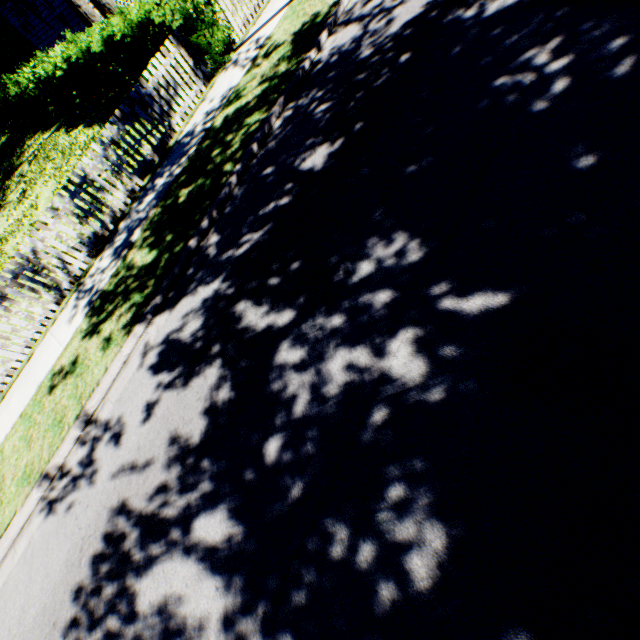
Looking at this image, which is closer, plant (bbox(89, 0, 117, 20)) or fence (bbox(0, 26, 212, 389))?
fence (bbox(0, 26, 212, 389))

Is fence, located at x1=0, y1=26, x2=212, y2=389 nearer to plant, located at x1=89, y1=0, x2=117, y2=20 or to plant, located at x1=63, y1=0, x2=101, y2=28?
plant, located at x1=63, y1=0, x2=101, y2=28

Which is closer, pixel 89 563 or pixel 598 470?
pixel 598 470

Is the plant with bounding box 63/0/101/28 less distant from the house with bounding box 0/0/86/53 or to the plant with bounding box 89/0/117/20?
the plant with bounding box 89/0/117/20

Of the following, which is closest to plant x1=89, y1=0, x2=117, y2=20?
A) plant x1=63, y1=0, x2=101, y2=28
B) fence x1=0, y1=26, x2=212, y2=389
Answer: plant x1=63, y1=0, x2=101, y2=28

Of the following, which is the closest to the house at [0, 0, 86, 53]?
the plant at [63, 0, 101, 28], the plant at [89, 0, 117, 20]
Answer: the plant at [89, 0, 117, 20]

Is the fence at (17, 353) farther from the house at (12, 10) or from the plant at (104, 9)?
the house at (12, 10)

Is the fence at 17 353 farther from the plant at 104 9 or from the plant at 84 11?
the plant at 104 9
